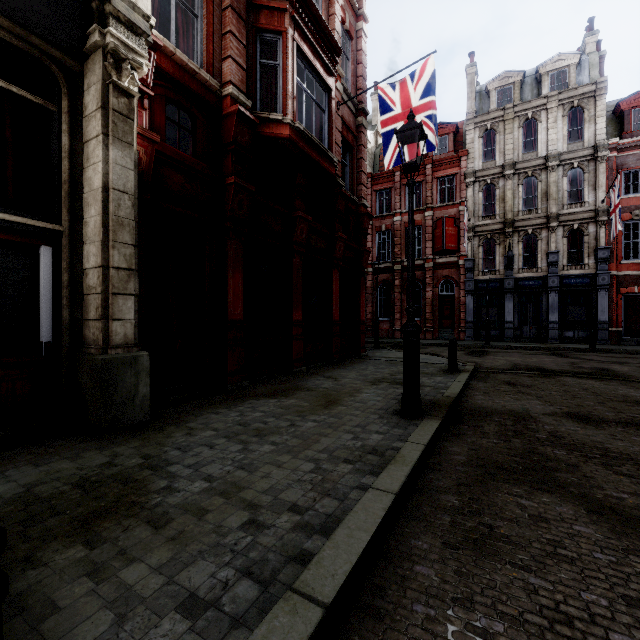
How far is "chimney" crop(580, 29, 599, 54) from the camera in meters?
22.1 m

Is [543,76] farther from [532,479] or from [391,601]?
[391,601]

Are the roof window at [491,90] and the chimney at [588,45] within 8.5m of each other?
yes

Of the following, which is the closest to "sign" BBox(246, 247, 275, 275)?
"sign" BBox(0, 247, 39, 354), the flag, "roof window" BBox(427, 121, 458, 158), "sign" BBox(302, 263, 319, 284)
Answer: "sign" BBox(302, 263, 319, 284)

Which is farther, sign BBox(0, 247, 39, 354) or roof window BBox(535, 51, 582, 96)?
roof window BBox(535, 51, 582, 96)

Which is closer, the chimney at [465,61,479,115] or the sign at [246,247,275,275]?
the sign at [246,247,275,275]

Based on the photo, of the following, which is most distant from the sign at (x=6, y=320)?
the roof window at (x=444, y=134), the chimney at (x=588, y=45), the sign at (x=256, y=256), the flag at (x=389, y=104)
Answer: the chimney at (x=588, y=45)

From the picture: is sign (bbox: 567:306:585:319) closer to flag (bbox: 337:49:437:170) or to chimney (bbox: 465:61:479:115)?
chimney (bbox: 465:61:479:115)
